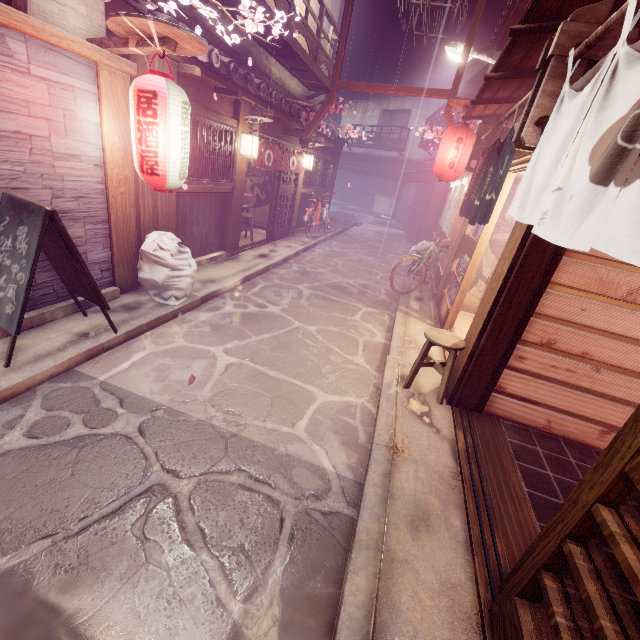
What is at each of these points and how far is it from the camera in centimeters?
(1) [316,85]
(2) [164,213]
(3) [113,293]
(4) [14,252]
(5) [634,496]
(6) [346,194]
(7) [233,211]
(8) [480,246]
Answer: (1) terrace, 1997cm
(2) wood pole, 946cm
(3) foundation, 842cm
(4) sign, 542cm
(5) building, 570cm
(6) foundation, 5400cm
(7) wood pole, 1316cm
(8) door, 974cm

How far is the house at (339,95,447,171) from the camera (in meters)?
42.38

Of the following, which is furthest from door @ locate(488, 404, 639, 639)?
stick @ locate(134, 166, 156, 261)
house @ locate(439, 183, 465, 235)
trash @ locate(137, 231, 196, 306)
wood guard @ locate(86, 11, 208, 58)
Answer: house @ locate(439, 183, 465, 235)

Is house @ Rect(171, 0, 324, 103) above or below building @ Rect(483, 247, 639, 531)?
above

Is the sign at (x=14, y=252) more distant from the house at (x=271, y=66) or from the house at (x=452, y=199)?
the house at (x=452, y=199)

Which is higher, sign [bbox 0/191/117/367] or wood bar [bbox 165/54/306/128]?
wood bar [bbox 165/54/306/128]

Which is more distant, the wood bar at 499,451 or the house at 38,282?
the house at 38,282

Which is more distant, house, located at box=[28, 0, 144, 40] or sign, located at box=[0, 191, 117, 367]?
house, located at box=[28, 0, 144, 40]
